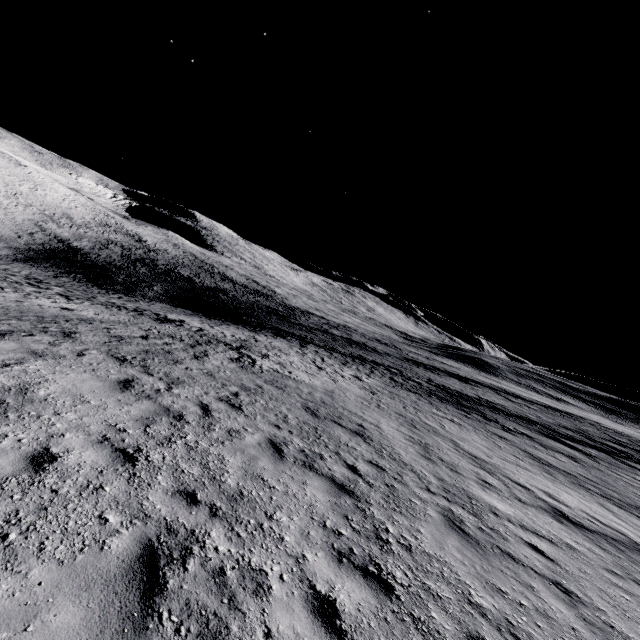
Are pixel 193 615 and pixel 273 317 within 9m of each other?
no
